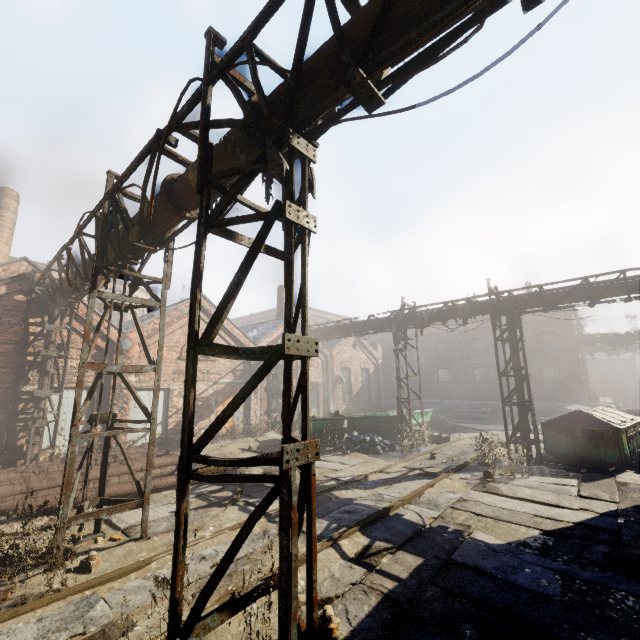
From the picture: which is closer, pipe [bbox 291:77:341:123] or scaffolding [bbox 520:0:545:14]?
scaffolding [bbox 520:0:545:14]

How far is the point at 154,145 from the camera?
4.9m

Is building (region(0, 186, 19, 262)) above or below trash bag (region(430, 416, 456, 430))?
above

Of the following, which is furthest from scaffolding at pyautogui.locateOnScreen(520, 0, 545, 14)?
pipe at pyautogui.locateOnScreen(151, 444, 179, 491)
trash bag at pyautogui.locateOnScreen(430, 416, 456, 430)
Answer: trash bag at pyautogui.locateOnScreen(430, 416, 456, 430)

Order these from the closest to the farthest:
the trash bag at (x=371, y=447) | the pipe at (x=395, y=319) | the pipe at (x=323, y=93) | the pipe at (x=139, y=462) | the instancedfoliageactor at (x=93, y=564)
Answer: the pipe at (x=323, y=93) → the instancedfoliageactor at (x=93, y=564) → the pipe at (x=139, y=462) → the trash bag at (x=371, y=447) → the pipe at (x=395, y=319)

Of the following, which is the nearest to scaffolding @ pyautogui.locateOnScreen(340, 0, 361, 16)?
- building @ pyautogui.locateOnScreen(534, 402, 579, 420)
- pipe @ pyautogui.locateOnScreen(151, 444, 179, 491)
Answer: pipe @ pyautogui.locateOnScreen(151, 444, 179, 491)

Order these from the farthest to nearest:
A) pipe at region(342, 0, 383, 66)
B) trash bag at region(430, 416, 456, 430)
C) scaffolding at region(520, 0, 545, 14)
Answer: trash bag at region(430, 416, 456, 430) → pipe at region(342, 0, 383, 66) → scaffolding at region(520, 0, 545, 14)

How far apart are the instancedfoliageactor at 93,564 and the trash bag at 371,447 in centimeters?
986cm
